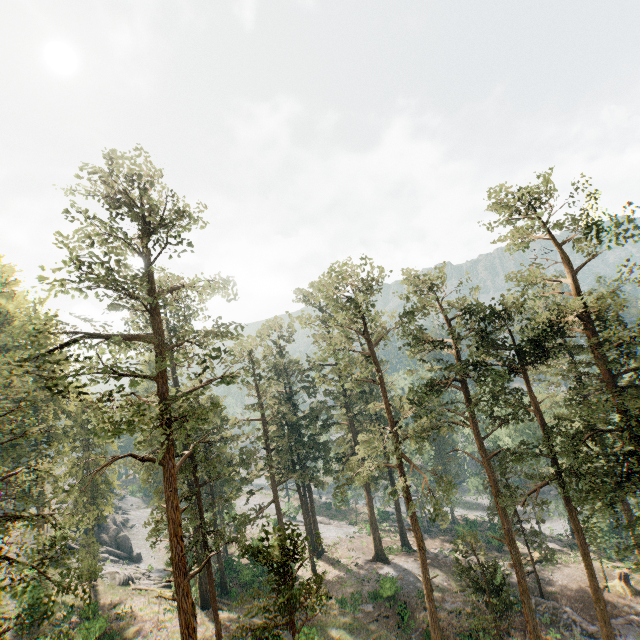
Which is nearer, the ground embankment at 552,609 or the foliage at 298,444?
the foliage at 298,444

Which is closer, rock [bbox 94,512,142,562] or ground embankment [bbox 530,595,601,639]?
ground embankment [bbox 530,595,601,639]

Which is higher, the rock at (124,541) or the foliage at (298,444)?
the foliage at (298,444)

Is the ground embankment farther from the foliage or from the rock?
the rock

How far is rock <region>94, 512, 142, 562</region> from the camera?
46.2m

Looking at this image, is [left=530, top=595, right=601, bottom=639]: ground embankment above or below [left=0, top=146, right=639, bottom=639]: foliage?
below

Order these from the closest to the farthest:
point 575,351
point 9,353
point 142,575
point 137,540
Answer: point 575,351, point 9,353, point 142,575, point 137,540
